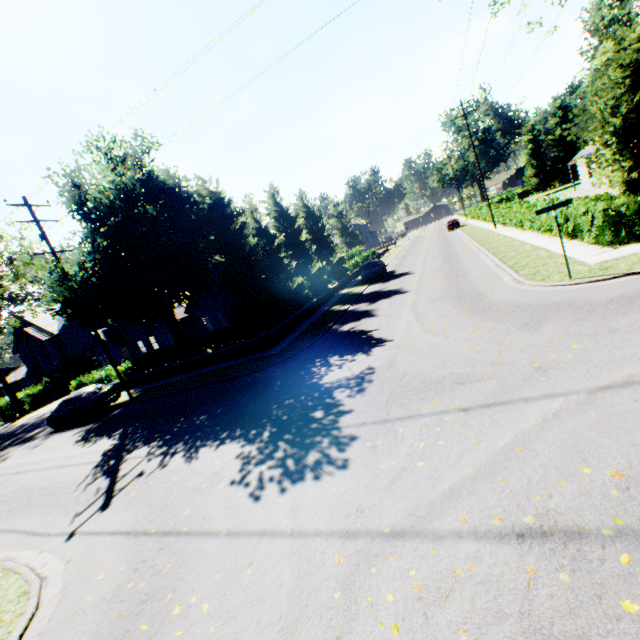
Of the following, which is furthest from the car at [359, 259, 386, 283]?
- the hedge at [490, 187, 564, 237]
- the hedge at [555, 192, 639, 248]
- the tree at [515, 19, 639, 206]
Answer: the hedge at [555, 192, 639, 248]

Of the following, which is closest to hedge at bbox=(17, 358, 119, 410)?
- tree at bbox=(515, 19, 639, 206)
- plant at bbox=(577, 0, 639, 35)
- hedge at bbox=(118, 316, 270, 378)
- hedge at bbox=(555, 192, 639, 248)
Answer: tree at bbox=(515, 19, 639, 206)

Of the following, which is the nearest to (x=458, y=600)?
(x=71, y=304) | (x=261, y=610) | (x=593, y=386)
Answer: (x=261, y=610)

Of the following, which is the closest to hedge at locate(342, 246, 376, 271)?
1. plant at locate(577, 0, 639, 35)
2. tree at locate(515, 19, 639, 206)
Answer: tree at locate(515, 19, 639, 206)

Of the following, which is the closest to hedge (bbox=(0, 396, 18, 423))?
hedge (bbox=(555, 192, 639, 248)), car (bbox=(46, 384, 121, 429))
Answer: car (bbox=(46, 384, 121, 429))

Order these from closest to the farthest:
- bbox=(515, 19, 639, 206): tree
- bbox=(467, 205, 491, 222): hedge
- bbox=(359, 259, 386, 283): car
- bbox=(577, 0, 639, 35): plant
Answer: bbox=(515, 19, 639, 206): tree, bbox=(359, 259, 386, 283): car, bbox=(467, 205, 491, 222): hedge, bbox=(577, 0, 639, 35): plant

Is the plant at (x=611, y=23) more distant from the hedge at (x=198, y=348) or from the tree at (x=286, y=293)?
the hedge at (x=198, y=348)

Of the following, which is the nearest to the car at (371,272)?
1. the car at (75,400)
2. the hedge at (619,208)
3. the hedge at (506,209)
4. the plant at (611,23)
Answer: the hedge at (506,209)
